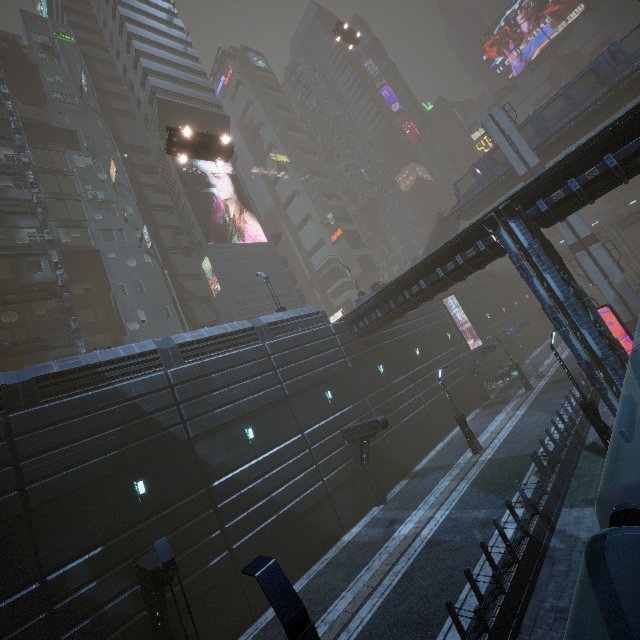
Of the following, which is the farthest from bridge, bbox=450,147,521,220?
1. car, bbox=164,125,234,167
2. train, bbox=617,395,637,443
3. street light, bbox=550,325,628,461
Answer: train, bbox=617,395,637,443

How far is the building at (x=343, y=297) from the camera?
30.34m

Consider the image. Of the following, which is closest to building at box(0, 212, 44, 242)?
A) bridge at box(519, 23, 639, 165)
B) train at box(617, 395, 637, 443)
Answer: train at box(617, 395, 637, 443)

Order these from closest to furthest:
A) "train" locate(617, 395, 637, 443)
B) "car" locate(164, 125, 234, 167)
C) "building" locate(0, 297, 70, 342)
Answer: "train" locate(617, 395, 637, 443) < "car" locate(164, 125, 234, 167) < "building" locate(0, 297, 70, 342)

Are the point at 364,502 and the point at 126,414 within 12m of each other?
no

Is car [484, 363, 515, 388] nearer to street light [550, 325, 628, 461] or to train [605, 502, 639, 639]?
street light [550, 325, 628, 461]

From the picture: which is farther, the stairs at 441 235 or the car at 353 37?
the stairs at 441 235

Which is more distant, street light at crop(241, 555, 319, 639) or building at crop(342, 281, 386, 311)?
building at crop(342, 281, 386, 311)
